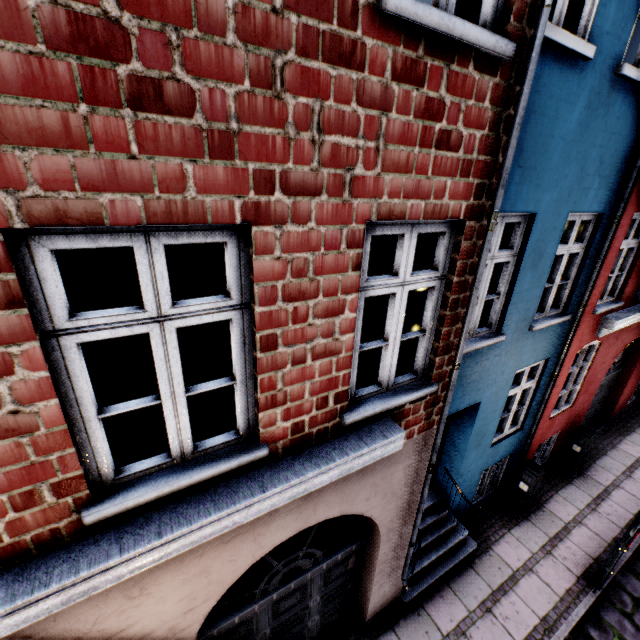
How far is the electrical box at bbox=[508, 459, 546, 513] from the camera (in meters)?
6.88

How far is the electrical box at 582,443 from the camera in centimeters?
803cm

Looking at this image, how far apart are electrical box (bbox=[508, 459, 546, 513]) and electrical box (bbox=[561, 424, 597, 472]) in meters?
2.1

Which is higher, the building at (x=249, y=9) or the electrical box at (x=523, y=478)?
the building at (x=249, y=9)

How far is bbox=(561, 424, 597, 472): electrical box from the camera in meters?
8.0 m

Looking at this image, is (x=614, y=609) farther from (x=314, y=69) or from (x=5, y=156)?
(x=5, y=156)

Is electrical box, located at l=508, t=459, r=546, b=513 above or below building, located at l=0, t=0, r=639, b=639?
below

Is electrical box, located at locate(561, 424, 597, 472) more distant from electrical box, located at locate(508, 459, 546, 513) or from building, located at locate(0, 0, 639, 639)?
electrical box, located at locate(508, 459, 546, 513)
